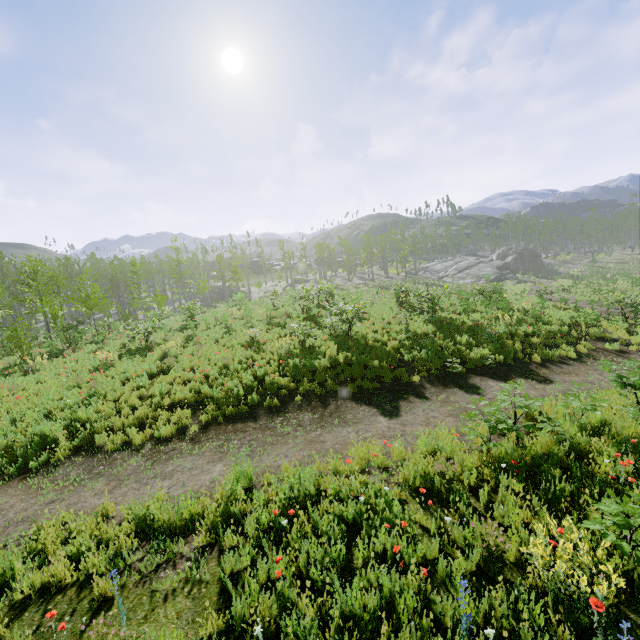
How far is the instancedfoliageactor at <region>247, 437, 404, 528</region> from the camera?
4.8m

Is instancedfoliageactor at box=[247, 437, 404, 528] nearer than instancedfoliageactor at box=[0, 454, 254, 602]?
No

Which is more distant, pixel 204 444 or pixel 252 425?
pixel 252 425

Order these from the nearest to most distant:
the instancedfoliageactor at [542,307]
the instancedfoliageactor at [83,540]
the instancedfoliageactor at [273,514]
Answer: the instancedfoliageactor at [83,540]
the instancedfoliageactor at [273,514]
the instancedfoliageactor at [542,307]

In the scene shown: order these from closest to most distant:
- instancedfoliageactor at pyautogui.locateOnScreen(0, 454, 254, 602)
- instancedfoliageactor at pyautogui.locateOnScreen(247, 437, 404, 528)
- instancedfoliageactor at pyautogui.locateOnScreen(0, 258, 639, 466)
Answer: instancedfoliageactor at pyautogui.locateOnScreen(0, 454, 254, 602) → instancedfoliageactor at pyautogui.locateOnScreen(247, 437, 404, 528) → instancedfoliageactor at pyautogui.locateOnScreen(0, 258, 639, 466)

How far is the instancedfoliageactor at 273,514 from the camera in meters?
4.8 m
